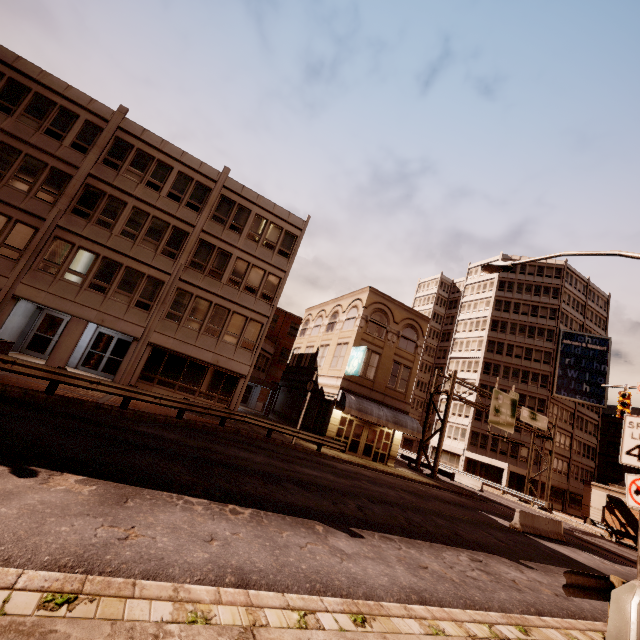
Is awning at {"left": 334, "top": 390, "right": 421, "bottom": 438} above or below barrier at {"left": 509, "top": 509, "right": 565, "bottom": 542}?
above

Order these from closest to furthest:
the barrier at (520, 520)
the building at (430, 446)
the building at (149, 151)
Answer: the barrier at (520, 520)
the building at (149, 151)
the building at (430, 446)

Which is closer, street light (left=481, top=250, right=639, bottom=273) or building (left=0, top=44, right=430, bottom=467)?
street light (left=481, top=250, right=639, bottom=273)

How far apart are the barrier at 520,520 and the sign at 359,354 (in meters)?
11.73

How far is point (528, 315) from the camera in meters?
52.8

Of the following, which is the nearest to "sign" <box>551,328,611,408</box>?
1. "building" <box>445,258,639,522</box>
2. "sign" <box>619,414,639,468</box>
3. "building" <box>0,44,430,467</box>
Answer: "building" <box>445,258,639,522</box>

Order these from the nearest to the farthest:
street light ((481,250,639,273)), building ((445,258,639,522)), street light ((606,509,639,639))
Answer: street light ((606,509,639,639))
street light ((481,250,639,273))
building ((445,258,639,522))

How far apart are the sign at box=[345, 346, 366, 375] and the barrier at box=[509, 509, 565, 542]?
11.7 meters
